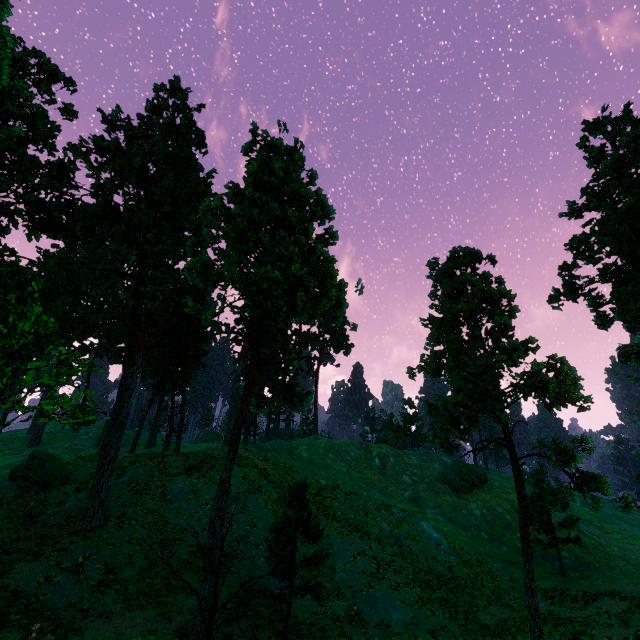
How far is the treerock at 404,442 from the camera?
51.06m

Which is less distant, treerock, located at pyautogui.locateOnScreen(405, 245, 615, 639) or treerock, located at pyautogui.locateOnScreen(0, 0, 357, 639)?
treerock, located at pyautogui.locateOnScreen(0, 0, 357, 639)

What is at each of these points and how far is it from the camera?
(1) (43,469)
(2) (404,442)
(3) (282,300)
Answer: (1) treerock, 23.91m
(2) treerock, 52.75m
(3) treerock, 13.93m

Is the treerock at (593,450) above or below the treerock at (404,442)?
below

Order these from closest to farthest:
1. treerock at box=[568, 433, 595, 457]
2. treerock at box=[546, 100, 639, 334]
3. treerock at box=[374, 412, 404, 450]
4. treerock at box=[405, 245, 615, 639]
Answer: treerock at box=[405, 245, 615, 639]
treerock at box=[568, 433, 595, 457]
treerock at box=[546, 100, 639, 334]
treerock at box=[374, 412, 404, 450]

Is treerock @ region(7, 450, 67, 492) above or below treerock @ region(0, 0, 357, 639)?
below

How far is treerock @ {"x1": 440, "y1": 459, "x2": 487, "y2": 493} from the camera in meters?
41.6 m
